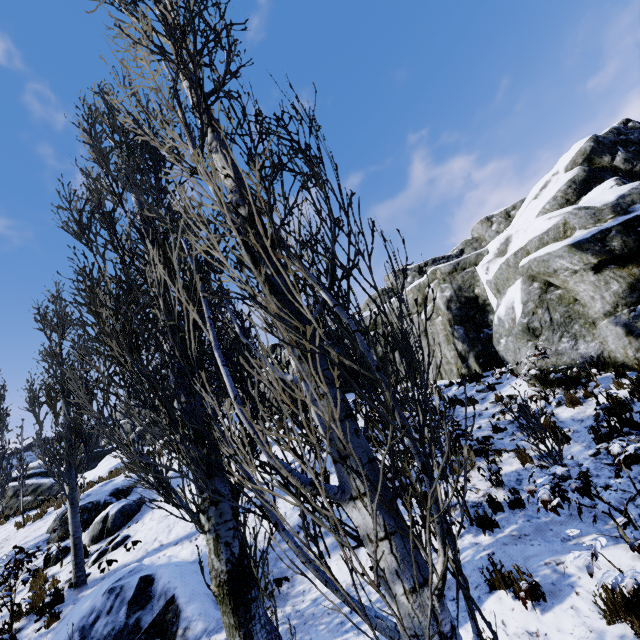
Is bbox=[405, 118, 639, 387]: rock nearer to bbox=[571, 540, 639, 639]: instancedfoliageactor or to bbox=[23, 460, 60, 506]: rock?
bbox=[571, 540, 639, 639]: instancedfoliageactor

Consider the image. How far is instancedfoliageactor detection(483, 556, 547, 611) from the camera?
3.90m

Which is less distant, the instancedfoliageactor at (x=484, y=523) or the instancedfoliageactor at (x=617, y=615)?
the instancedfoliageactor at (x=617, y=615)

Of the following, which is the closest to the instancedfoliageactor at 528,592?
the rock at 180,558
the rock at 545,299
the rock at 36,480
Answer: the rock at 545,299

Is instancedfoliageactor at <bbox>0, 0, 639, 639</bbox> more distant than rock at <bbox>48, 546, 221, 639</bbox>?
No

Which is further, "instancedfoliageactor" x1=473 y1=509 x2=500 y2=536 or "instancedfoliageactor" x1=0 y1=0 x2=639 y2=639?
"instancedfoliageactor" x1=473 y1=509 x2=500 y2=536

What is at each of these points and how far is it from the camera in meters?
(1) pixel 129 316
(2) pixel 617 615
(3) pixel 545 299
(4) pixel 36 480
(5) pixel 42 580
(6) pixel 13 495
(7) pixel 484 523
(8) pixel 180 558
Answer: (1) instancedfoliageactor, 4.4
(2) instancedfoliageactor, 3.5
(3) rock, 9.3
(4) rock, 22.4
(5) instancedfoliageactor, 8.9
(6) rock, 21.8
(7) instancedfoliageactor, 5.3
(8) rock, 7.4
